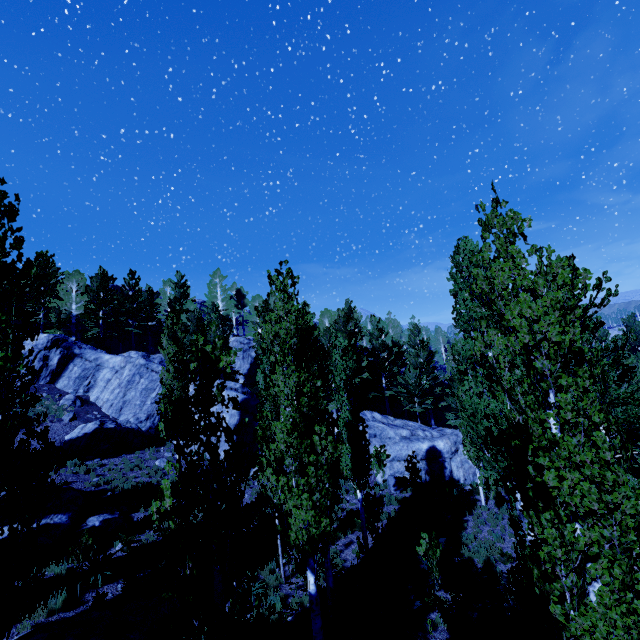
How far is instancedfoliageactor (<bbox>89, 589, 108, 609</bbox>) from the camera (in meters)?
10.31

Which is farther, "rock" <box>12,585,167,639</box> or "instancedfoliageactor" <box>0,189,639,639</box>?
"rock" <box>12,585,167,639</box>

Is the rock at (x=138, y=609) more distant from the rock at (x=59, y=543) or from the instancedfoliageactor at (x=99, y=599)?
the rock at (x=59, y=543)

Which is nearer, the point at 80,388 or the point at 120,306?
the point at 80,388

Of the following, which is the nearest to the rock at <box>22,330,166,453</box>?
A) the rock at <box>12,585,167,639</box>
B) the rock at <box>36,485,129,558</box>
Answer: the rock at <box>36,485,129,558</box>

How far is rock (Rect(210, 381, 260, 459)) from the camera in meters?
23.4

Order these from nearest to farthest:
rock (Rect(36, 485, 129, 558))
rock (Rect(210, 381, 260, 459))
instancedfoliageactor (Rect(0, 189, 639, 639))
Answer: instancedfoliageactor (Rect(0, 189, 639, 639)), rock (Rect(36, 485, 129, 558)), rock (Rect(210, 381, 260, 459))

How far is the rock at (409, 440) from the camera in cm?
2170
